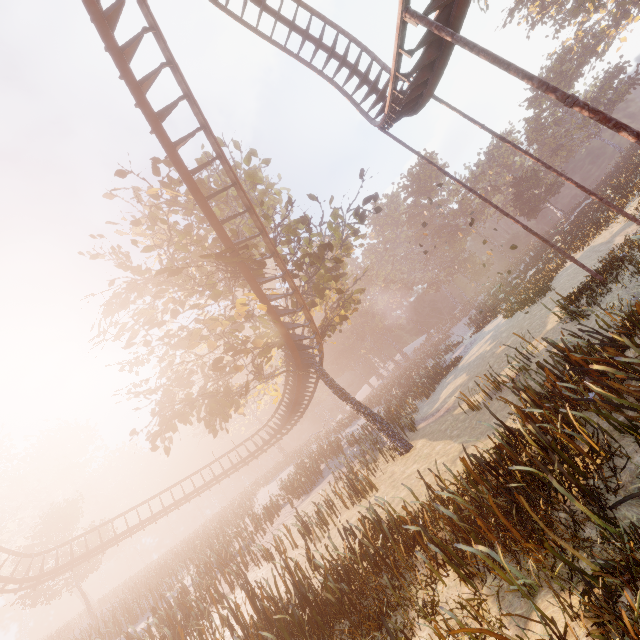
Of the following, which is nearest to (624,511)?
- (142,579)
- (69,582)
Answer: (142,579)

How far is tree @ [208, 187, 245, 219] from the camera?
16.2m

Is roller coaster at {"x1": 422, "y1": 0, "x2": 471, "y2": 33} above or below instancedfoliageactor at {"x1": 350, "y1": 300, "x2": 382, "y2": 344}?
below

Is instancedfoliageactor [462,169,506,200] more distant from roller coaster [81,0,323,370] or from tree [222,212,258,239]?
roller coaster [81,0,323,370]

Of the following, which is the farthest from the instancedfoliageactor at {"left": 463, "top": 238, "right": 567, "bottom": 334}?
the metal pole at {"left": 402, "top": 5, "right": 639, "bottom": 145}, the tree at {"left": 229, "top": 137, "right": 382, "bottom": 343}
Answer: the metal pole at {"left": 402, "top": 5, "right": 639, "bottom": 145}

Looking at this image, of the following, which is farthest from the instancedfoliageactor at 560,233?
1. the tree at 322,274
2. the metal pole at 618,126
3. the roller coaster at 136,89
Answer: the metal pole at 618,126

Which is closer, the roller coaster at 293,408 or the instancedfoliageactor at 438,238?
the roller coaster at 293,408
